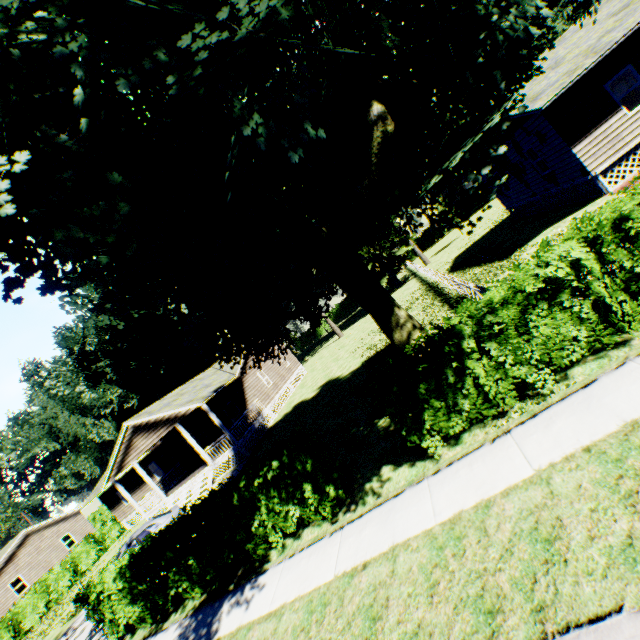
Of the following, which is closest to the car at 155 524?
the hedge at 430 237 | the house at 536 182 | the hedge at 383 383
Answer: the hedge at 383 383

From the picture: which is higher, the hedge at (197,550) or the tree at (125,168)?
the tree at (125,168)

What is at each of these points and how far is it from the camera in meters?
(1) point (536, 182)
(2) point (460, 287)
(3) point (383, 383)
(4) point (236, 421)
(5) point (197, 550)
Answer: (1) house, 17.0 m
(2) fence, 14.9 m
(3) hedge, 6.8 m
(4) house, 21.2 m
(5) hedge, 8.8 m

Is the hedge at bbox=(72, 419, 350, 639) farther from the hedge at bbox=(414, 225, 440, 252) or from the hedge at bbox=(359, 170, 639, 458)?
the hedge at bbox=(414, 225, 440, 252)

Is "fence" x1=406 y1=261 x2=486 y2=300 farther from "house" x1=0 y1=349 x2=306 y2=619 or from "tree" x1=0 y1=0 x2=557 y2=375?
"house" x1=0 y1=349 x2=306 y2=619

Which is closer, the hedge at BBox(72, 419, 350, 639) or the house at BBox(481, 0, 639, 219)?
the hedge at BBox(72, 419, 350, 639)

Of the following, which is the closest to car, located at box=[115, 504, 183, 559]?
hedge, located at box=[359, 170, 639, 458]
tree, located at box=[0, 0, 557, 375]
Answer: tree, located at box=[0, 0, 557, 375]

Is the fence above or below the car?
below
